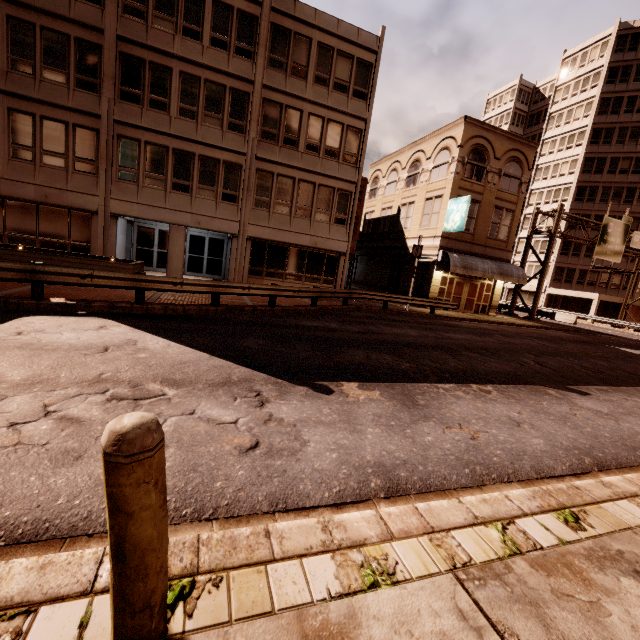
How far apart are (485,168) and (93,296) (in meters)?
25.56

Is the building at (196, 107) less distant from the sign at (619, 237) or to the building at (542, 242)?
the sign at (619, 237)

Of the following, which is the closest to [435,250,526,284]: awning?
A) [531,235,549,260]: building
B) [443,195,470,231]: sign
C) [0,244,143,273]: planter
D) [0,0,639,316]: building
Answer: [0,0,639,316]: building

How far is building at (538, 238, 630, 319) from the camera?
43.59m

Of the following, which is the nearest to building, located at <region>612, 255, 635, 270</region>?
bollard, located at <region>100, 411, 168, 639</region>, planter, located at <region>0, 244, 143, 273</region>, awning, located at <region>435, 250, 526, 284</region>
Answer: awning, located at <region>435, 250, 526, 284</region>

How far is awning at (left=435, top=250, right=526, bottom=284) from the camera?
22.5m

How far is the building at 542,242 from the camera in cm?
4825

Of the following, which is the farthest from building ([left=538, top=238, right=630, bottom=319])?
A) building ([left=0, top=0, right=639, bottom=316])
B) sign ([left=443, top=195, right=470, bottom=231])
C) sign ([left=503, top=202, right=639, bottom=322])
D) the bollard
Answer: the bollard
